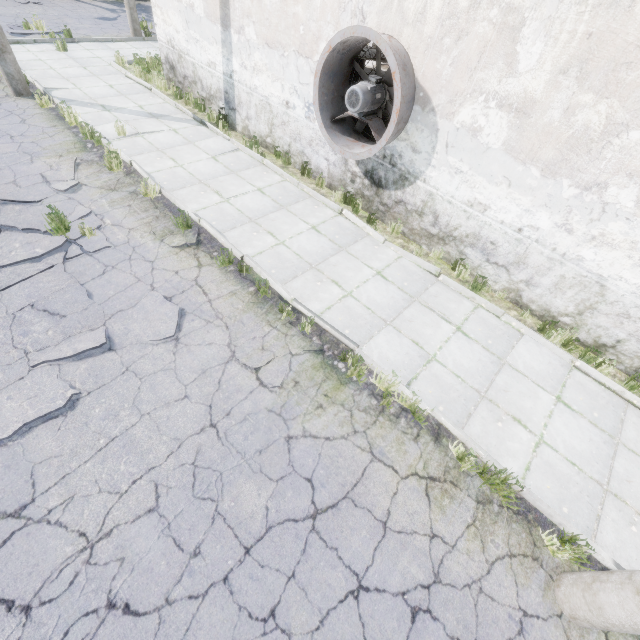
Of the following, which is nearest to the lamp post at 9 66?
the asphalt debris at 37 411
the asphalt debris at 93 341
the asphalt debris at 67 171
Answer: the asphalt debris at 67 171

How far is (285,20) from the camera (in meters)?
7.36

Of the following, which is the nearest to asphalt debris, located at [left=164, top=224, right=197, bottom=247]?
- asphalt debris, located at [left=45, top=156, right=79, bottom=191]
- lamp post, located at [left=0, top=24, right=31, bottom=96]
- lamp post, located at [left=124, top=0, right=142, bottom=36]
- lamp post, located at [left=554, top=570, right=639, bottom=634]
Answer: asphalt debris, located at [left=45, top=156, right=79, bottom=191]

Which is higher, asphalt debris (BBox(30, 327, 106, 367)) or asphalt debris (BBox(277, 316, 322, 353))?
asphalt debris (BBox(30, 327, 106, 367))

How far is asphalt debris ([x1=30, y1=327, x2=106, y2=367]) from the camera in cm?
457

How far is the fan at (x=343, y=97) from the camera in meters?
5.9

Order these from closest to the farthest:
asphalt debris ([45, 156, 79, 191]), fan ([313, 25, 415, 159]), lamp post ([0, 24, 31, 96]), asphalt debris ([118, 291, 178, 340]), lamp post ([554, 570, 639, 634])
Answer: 1. lamp post ([554, 570, 639, 634])
2. asphalt debris ([118, 291, 178, 340])
3. fan ([313, 25, 415, 159])
4. asphalt debris ([45, 156, 79, 191])
5. lamp post ([0, 24, 31, 96])

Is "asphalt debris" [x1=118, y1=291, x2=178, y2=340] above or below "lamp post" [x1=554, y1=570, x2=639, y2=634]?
below
